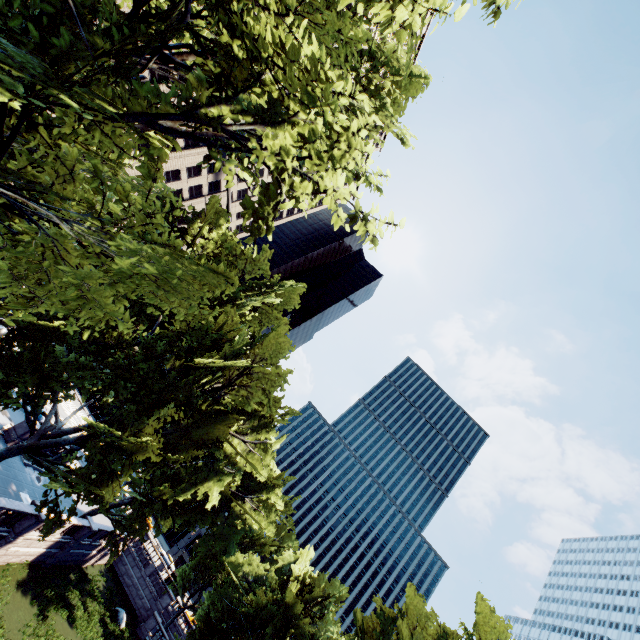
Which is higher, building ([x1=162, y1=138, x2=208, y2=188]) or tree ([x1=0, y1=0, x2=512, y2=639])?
building ([x1=162, y1=138, x2=208, y2=188])

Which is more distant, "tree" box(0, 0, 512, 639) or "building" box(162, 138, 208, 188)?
"building" box(162, 138, 208, 188)

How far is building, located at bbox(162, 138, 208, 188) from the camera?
55.03m

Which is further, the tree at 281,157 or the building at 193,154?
the building at 193,154

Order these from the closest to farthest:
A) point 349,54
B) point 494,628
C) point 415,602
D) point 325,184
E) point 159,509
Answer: point 325,184 < point 349,54 < point 494,628 < point 159,509 < point 415,602

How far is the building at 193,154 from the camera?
55.0m
